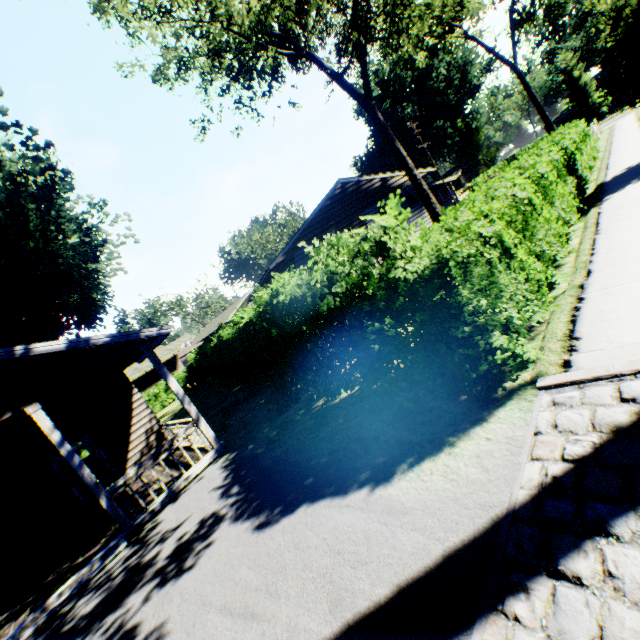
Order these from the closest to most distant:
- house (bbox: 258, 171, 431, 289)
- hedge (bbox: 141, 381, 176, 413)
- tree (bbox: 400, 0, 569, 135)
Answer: house (bbox: 258, 171, 431, 289) → tree (bbox: 400, 0, 569, 135) → hedge (bbox: 141, 381, 176, 413)

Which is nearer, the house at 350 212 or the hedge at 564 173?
the hedge at 564 173

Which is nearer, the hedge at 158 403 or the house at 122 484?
the house at 122 484

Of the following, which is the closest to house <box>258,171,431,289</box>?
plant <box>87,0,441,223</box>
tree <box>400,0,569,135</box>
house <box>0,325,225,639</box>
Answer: plant <box>87,0,441,223</box>

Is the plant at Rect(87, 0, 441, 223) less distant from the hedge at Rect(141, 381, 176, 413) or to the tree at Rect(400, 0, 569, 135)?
the hedge at Rect(141, 381, 176, 413)

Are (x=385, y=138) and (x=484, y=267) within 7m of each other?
no

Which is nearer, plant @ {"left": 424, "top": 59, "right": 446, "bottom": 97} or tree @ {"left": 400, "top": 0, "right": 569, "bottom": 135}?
tree @ {"left": 400, "top": 0, "right": 569, "bottom": 135}

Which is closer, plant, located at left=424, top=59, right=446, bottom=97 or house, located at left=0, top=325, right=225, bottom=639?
house, located at left=0, top=325, right=225, bottom=639
